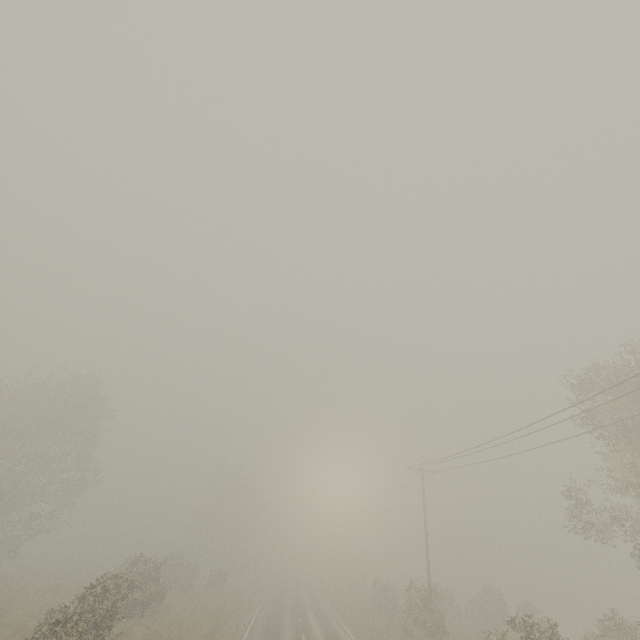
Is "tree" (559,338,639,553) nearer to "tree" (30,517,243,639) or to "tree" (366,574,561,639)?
"tree" (30,517,243,639)

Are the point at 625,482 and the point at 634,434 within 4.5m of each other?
yes

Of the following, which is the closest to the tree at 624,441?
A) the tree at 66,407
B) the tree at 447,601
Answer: the tree at 66,407

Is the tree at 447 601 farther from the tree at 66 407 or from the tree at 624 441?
the tree at 624 441

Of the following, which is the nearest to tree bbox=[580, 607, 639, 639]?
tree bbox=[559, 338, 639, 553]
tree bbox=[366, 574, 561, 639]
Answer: tree bbox=[366, 574, 561, 639]

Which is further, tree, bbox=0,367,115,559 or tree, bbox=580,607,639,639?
tree, bbox=0,367,115,559

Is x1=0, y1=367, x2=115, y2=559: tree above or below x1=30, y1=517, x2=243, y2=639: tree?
above

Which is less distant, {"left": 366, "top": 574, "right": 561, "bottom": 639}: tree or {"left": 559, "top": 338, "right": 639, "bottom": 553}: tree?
{"left": 366, "top": 574, "right": 561, "bottom": 639}: tree
